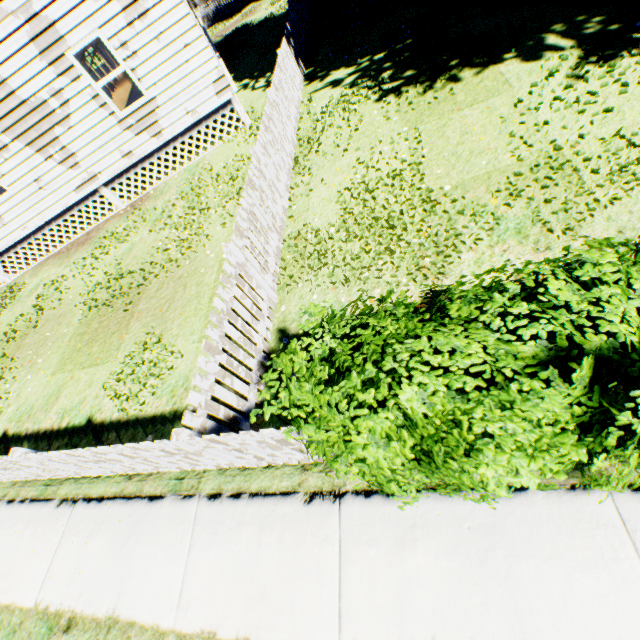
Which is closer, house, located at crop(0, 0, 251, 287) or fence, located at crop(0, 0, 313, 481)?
fence, located at crop(0, 0, 313, 481)

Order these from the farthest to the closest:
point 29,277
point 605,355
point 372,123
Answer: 1. point 29,277
2. point 372,123
3. point 605,355

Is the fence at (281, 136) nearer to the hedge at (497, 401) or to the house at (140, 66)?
the hedge at (497, 401)

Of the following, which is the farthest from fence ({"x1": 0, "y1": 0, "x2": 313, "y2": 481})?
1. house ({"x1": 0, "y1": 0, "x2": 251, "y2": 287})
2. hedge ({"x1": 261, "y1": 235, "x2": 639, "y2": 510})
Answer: house ({"x1": 0, "y1": 0, "x2": 251, "y2": 287})

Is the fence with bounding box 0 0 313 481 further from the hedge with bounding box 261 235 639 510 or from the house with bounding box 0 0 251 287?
the house with bounding box 0 0 251 287

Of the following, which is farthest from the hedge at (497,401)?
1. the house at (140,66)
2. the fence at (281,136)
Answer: the house at (140,66)
